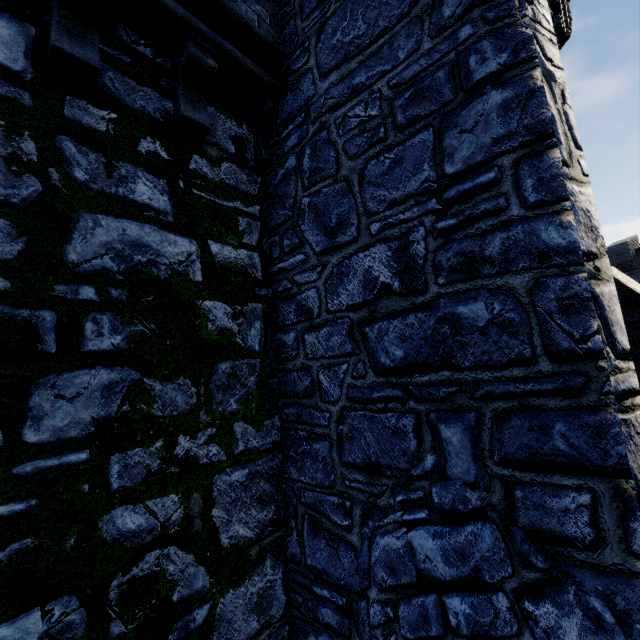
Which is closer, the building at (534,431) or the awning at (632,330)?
the building at (534,431)

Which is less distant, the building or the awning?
the building

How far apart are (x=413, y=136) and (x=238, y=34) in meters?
2.5 m
